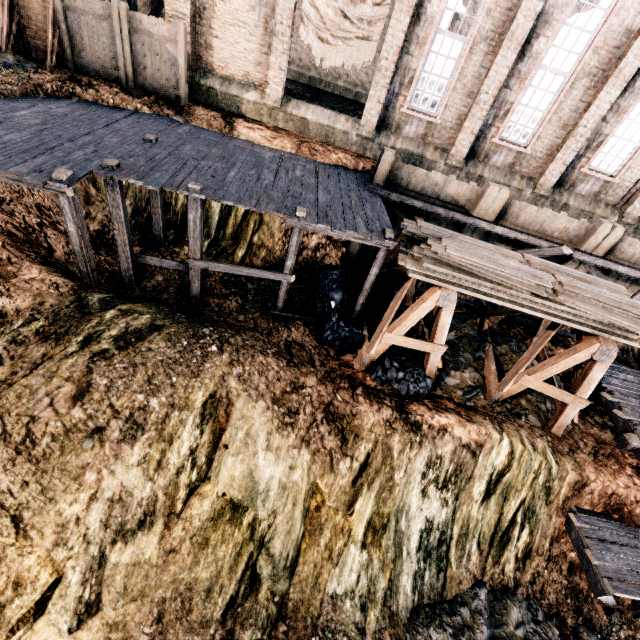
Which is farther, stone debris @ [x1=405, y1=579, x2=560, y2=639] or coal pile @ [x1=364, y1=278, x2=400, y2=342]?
coal pile @ [x1=364, y1=278, x2=400, y2=342]

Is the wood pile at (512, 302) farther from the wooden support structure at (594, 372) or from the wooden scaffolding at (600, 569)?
the wooden scaffolding at (600, 569)

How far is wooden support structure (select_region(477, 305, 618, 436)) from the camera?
9.4 meters

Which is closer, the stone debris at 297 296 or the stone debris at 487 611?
the stone debris at 487 611

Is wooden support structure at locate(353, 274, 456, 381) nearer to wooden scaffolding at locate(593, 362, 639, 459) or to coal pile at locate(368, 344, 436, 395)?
coal pile at locate(368, 344, 436, 395)

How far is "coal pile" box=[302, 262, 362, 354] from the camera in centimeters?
1188cm

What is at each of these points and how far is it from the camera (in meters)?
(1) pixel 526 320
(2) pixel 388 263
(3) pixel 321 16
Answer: (1) wooden scaffolding, 16.23
(2) wooden support structure, 12.75
(3) cloth, 13.20

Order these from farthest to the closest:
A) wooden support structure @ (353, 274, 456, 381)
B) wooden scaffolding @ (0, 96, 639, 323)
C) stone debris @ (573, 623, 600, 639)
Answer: stone debris @ (573, 623, 600, 639) → wooden support structure @ (353, 274, 456, 381) → wooden scaffolding @ (0, 96, 639, 323)
